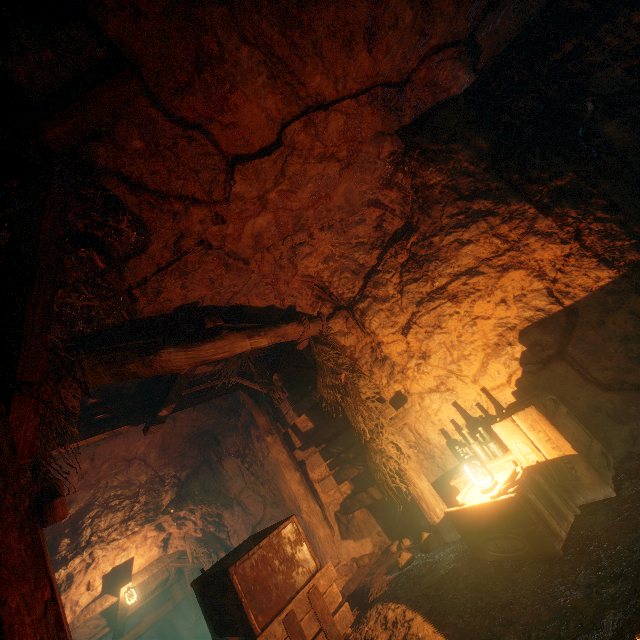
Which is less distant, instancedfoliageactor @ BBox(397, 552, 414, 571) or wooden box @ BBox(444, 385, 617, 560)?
wooden box @ BBox(444, 385, 617, 560)

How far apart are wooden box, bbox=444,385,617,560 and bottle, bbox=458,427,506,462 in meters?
0.0

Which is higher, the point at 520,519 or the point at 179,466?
the point at 179,466

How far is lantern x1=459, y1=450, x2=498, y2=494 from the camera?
3.65m

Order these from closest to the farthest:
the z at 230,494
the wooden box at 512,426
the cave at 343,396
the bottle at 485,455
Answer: the cave at 343,396 < the wooden box at 512,426 < the bottle at 485,455 < the z at 230,494

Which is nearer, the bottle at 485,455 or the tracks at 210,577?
the tracks at 210,577

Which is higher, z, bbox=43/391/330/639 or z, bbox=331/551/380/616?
z, bbox=43/391/330/639

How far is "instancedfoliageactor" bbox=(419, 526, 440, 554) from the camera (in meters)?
4.62
